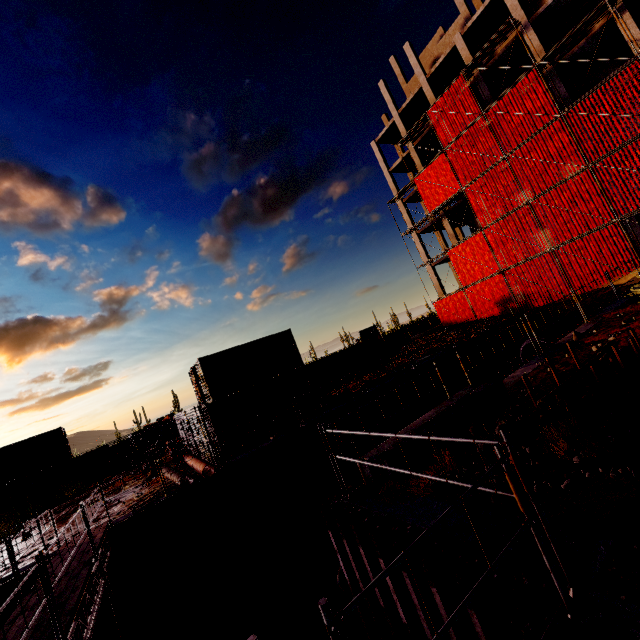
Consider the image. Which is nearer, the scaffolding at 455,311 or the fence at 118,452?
the scaffolding at 455,311

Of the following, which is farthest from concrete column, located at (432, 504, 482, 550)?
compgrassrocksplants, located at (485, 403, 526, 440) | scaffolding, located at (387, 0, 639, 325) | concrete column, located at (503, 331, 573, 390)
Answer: concrete column, located at (503, 331, 573, 390)

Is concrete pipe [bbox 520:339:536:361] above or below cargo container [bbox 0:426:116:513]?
below

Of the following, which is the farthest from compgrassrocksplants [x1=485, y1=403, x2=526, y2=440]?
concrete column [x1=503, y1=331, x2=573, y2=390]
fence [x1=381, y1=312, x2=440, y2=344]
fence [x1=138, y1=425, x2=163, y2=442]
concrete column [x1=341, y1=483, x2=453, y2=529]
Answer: fence [x1=138, y1=425, x2=163, y2=442]

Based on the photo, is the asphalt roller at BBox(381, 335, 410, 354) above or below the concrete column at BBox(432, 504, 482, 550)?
above

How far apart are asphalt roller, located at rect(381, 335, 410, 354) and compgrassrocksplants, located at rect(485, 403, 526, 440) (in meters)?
21.01

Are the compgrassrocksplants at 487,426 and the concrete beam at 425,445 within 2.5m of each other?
yes

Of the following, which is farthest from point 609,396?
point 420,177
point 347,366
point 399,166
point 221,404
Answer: point 399,166
